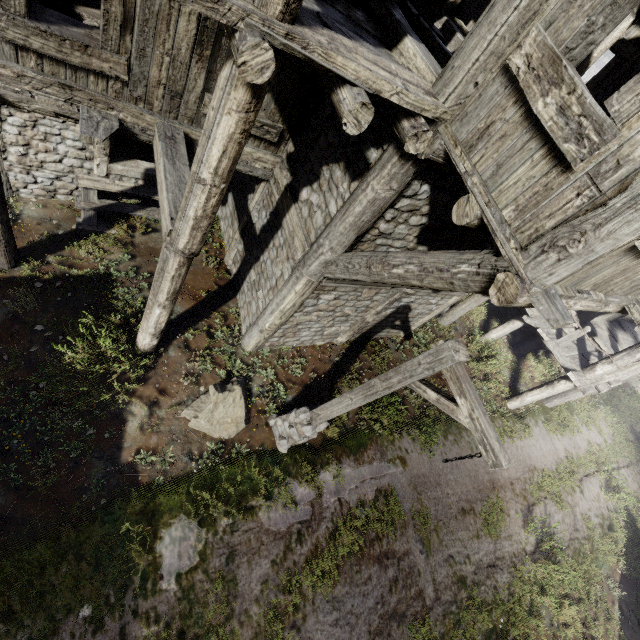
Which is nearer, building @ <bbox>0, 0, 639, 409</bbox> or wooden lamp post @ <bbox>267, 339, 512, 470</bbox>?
building @ <bbox>0, 0, 639, 409</bbox>

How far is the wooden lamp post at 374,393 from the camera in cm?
371

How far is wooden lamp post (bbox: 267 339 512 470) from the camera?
3.7m

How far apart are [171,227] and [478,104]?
4.0 meters

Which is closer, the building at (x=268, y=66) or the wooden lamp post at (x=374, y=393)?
the building at (x=268, y=66)
